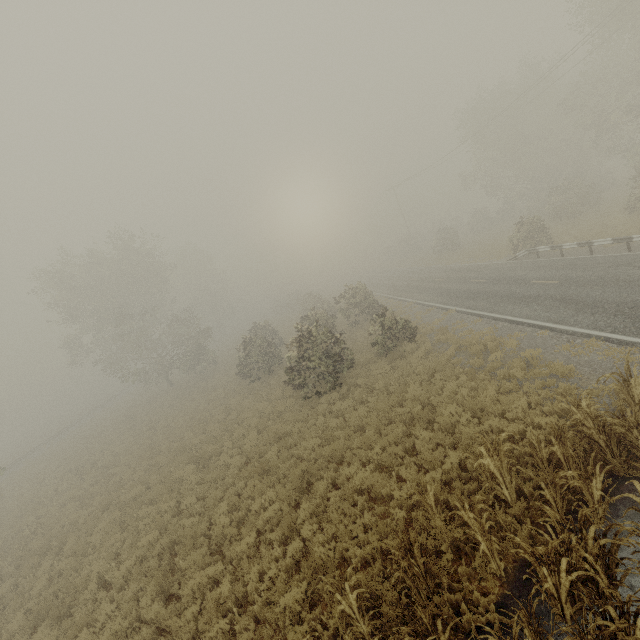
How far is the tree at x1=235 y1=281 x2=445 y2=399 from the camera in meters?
16.1

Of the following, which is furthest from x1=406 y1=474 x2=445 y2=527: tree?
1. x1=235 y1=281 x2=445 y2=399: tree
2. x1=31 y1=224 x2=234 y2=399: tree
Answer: x1=31 y1=224 x2=234 y2=399: tree

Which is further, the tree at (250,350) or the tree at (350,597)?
the tree at (250,350)

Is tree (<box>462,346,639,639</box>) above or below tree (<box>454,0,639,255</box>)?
below

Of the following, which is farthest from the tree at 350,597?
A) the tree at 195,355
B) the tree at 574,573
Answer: the tree at 195,355

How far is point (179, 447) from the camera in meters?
17.6

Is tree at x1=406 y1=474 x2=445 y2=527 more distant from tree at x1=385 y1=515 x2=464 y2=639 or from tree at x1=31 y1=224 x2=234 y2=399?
tree at x1=31 y1=224 x2=234 y2=399

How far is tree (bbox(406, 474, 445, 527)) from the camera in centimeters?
705cm
